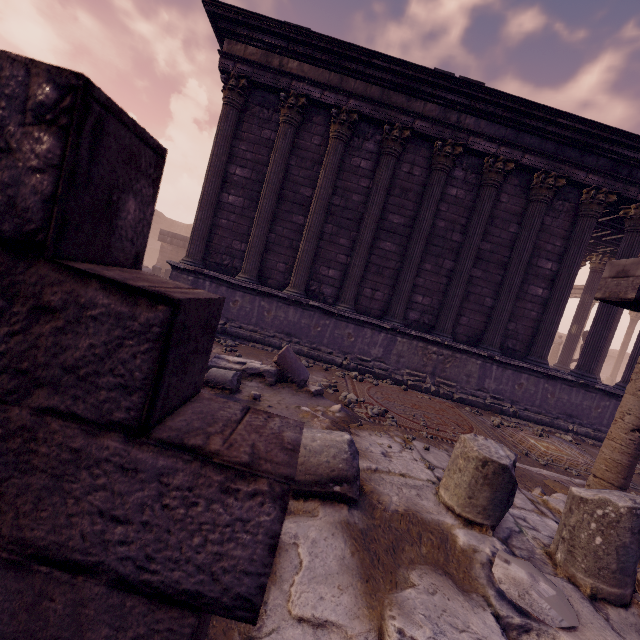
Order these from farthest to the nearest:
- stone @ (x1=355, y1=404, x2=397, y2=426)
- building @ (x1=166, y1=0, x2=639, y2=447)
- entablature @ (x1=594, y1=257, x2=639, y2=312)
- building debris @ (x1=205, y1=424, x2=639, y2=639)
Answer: building @ (x1=166, y1=0, x2=639, y2=447), stone @ (x1=355, y1=404, x2=397, y2=426), entablature @ (x1=594, y1=257, x2=639, y2=312), building debris @ (x1=205, y1=424, x2=639, y2=639)

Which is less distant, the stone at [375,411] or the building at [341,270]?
the stone at [375,411]

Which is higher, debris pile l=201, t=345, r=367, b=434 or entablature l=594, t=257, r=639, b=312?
entablature l=594, t=257, r=639, b=312

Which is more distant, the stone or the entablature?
the stone

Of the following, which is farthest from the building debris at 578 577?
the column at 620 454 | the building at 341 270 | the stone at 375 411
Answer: the building at 341 270

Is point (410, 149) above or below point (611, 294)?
above

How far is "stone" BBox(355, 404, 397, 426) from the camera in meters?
5.2 m

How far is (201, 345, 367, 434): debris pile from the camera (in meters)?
3.88
